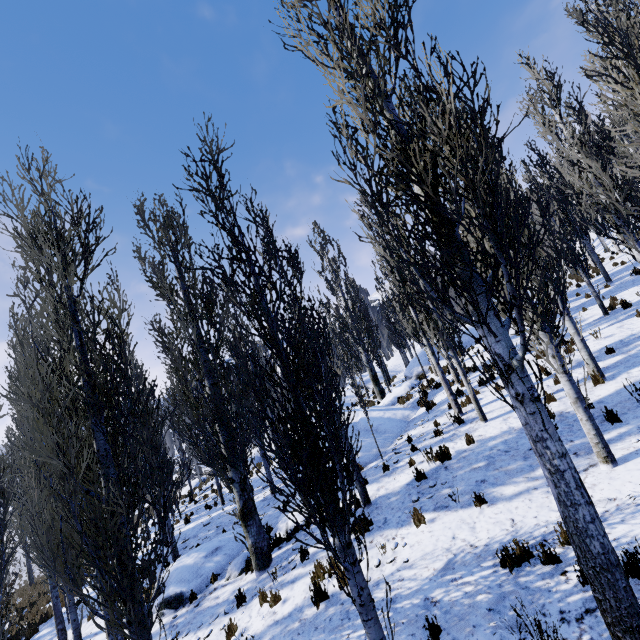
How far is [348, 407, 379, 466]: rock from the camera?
11.90m

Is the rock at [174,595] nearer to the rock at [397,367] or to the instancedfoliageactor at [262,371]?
the instancedfoliageactor at [262,371]

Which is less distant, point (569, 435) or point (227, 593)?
point (569, 435)

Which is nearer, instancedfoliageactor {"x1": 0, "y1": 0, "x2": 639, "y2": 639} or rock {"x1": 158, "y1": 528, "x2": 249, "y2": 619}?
instancedfoliageactor {"x1": 0, "y1": 0, "x2": 639, "y2": 639}

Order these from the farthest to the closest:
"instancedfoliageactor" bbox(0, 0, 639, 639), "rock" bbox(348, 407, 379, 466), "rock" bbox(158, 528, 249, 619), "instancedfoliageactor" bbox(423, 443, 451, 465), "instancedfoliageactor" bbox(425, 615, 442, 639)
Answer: "rock" bbox(348, 407, 379, 466), "rock" bbox(158, 528, 249, 619), "instancedfoliageactor" bbox(423, 443, 451, 465), "instancedfoliageactor" bbox(425, 615, 442, 639), "instancedfoliageactor" bbox(0, 0, 639, 639)

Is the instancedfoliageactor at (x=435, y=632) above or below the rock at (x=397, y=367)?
below

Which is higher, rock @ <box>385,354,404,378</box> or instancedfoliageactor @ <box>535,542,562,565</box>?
rock @ <box>385,354,404,378</box>
